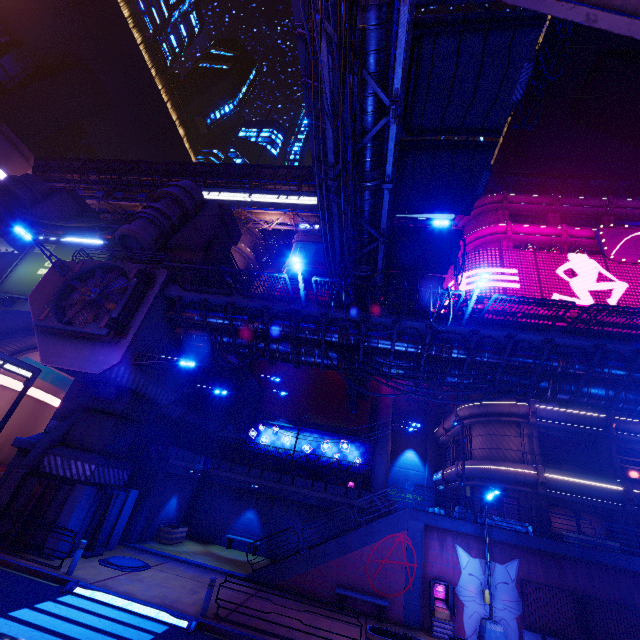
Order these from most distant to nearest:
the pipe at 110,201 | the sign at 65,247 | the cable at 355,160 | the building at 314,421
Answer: the pipe at 110,201, the building at 314,421, the sign at 65,247, the cable at 355,160

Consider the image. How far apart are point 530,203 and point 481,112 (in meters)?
27.09

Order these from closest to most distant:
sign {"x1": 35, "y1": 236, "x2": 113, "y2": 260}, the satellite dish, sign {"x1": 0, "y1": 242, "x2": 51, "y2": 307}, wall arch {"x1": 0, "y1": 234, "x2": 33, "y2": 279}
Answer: sign {"x1": 0, "y1": 242, "x2": 51, "y2": 307} → sign {"x1": 35, "y1": 236, "x2": 113, "y2": 260} → wall arch {"x1": 0, "y1": 234, "x2": 33, "y2": 279} → the satellite dish

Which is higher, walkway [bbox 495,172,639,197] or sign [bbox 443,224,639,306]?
walkway [bbox 495,172,639,197]

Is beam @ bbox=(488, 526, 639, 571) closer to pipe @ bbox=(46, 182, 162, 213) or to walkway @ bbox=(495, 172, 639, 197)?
pipe @ bbox=(46, 182, 162, 213)

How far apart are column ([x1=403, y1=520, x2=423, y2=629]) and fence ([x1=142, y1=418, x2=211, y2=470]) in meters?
14.5

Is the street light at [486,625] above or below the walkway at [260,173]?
below

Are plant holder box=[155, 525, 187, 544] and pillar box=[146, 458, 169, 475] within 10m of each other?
yes
